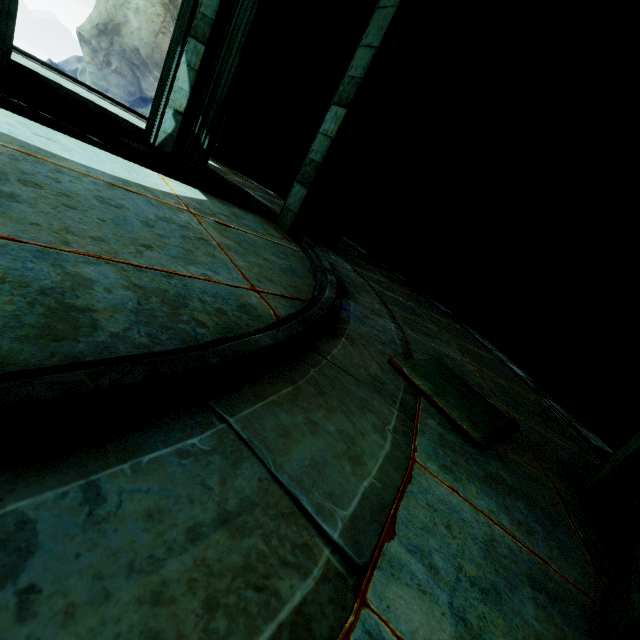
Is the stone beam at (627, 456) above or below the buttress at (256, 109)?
below

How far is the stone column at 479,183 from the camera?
6.3 meters

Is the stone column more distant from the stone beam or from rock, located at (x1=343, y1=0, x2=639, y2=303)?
the stone beam

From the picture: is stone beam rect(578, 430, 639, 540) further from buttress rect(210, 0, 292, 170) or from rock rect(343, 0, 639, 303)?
buttress rect(210, 0, 292, 170)

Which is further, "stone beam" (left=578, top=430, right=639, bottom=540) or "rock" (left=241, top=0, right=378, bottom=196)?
"rock" (left=241, top=0, right=378, bottom=196)

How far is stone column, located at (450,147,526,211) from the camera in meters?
6.3

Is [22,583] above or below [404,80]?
below

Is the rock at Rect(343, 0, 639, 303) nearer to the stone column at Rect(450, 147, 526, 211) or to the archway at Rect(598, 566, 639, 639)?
the stone column at Rect(450, 147, 526, 211)
